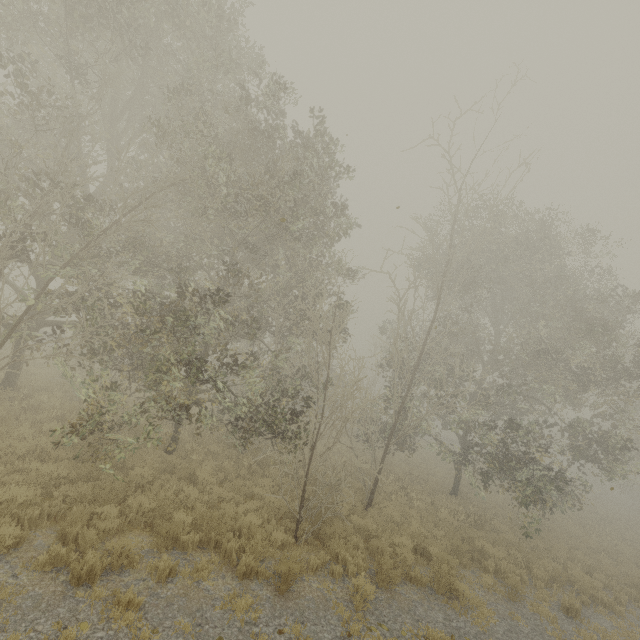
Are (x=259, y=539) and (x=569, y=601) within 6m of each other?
no
